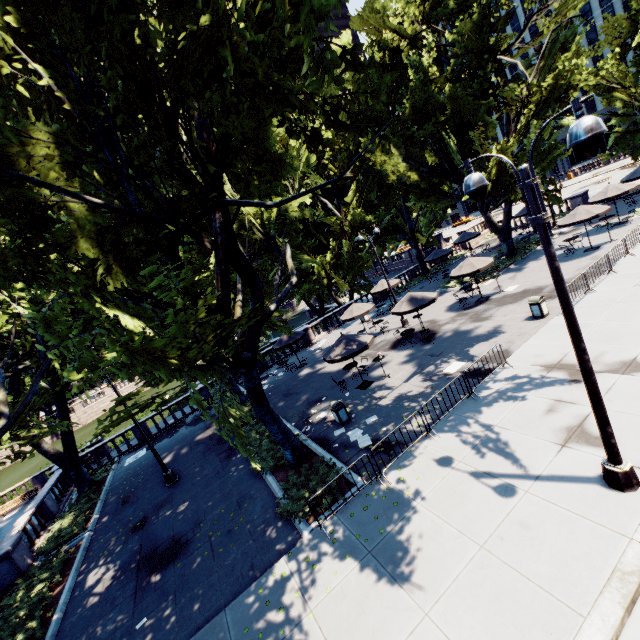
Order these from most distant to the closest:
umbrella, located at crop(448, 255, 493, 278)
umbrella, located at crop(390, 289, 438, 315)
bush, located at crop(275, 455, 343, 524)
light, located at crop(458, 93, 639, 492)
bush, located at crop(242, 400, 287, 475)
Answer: umbrella, located at crop(448, 255, 493, 278), umbrella, located at crop(390, 289, 438, 315), bush, located at crop(242, 400, 287, 475), bush, located at crop(275, 455, 343, 524), light, located at crop(458, 93, 639, 492)

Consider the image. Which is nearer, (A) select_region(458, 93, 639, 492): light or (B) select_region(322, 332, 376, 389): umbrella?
(A) select_region(458, 93, 639, 492): light

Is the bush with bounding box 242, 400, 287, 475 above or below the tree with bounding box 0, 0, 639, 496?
below

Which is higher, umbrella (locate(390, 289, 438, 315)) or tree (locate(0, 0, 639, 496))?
tree (locate(0, 0, 639, 496))

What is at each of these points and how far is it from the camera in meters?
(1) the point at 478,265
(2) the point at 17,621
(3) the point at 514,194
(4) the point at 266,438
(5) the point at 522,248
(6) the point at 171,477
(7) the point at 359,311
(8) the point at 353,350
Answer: (1) umbrella, 19.9 m
(2) bush, 10.9 m
(3) tree, 23.2 m
(4) bush, 15.4 m
(5) bush, 27.9 m
(6) light, 16.1 m
(7) umbrella, 22.6 m
(8) umbrella, 15.4 m

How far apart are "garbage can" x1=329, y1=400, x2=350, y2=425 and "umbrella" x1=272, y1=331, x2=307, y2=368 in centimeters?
960cm

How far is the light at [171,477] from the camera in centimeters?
1571cm

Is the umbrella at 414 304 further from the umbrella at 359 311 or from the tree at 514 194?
the tree at 514 194
